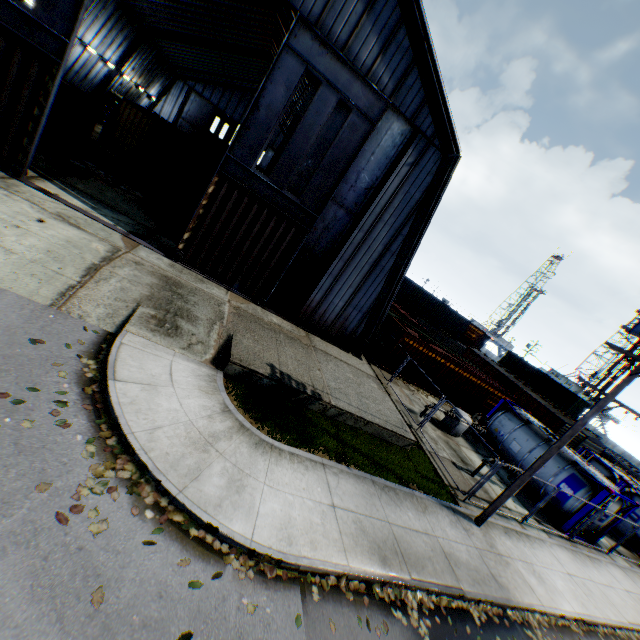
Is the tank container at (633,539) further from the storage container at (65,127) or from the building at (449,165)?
the storage container at (65,127)

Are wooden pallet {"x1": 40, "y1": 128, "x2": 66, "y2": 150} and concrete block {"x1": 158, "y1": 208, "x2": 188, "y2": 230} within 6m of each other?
no

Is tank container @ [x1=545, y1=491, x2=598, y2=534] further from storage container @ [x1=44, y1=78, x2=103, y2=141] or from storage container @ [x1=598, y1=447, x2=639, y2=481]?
storage container @ [x1=44, y1=78, x2=103, y2=141]

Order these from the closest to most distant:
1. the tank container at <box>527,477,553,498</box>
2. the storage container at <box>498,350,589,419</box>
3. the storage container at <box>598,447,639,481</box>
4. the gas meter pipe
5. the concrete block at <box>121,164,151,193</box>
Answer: the tank container at <box>527,477,553,498</box>
the gas meter pipe
the concrete block at <box>121,164,151,193</box>
the storage container at <box>598,447,639,481</box>
the storage container at <box>498,350,589,419</box>

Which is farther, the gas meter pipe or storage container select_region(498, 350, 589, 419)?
storage container select_region(498, 350, 589, 419)

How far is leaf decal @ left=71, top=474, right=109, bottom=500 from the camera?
5.1 meters

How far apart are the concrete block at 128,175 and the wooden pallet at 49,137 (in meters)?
2.90

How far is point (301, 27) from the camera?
11.8 meters
